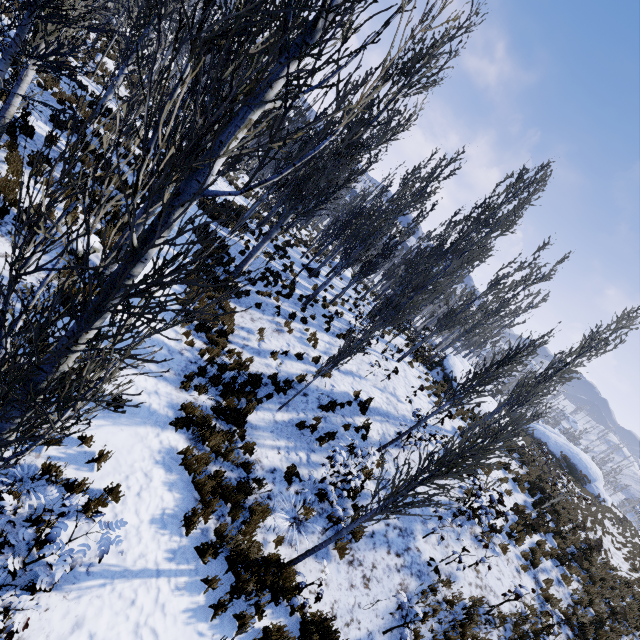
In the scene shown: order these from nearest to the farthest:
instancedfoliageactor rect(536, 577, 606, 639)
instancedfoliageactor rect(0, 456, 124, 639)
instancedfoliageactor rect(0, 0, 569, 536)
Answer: instancedfoliageactor rect(0, 0, 569, 536) < instancedfoliageactor rect(0, 456, 124, 639) < instancedfoliageactor rect(536, 577, 606, 639)

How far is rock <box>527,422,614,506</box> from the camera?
31.2m

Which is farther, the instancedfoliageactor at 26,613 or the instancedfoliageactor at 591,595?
the instancedfoliageactor at 591,595

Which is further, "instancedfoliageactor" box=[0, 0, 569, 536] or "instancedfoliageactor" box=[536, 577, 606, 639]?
"instancedfoliageactor" box=[536, 577, 606, 639]

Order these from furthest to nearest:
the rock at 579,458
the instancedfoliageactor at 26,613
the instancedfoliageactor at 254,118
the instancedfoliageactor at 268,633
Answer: the rock at 579,458
the instancedfoliageactor at 268,633
the instancedfoliageactor at 26,613
the instancedfoliageactor at 254,118

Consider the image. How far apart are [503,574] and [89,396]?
12.9m
